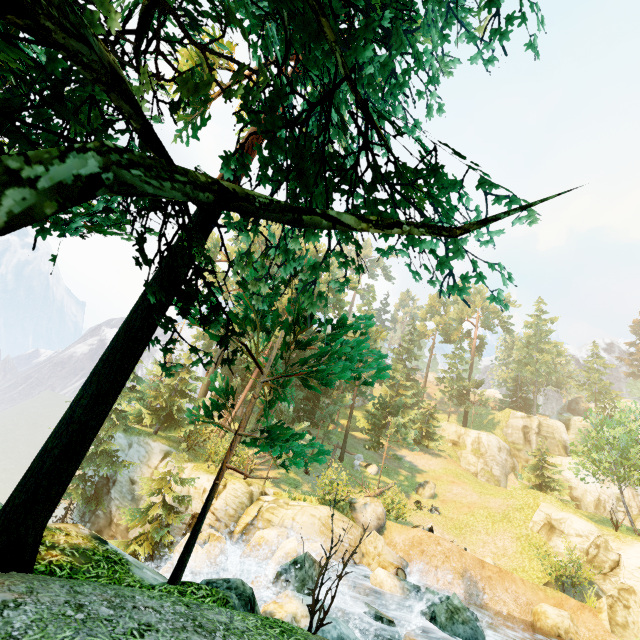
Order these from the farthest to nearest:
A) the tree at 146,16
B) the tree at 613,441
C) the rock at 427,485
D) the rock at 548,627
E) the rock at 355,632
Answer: the rock at 427,485 → the tree at 613,441 → the rock at 548,627 → the rock at 355,632 → the tree at 146,16

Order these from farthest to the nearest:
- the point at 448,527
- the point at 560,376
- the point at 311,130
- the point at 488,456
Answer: the point at 560,376
the point at 488,456
the point at 448,527
the point at 311,130

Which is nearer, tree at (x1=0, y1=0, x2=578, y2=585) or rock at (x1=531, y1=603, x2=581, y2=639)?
tree at (x1=0, y1=0, x2=578, y2=585)

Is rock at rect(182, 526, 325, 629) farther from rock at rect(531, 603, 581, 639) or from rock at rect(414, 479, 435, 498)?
rock at rect(414, 479, 435, 498)

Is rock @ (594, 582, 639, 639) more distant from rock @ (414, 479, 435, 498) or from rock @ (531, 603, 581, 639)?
rock @ (414, 479, 435, 498)

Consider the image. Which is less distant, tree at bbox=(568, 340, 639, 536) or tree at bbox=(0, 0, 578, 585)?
tree at bbox=(0, 0, 578, 585)

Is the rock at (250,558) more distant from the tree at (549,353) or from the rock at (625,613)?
the rock at (625,613)

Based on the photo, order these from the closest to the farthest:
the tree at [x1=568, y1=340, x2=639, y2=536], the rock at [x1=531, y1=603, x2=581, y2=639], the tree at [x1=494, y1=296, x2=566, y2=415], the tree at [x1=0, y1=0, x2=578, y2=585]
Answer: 1. the tree at [x1=0, y1=0, x2=578, y2=585]
2. the rock at [x1=531, y1=603, x2=581, y2=639]
3. the tree at [x1=568, y1=340, x2=639, y2=536]
4. the tree at [x1=494, y1=296, x2=566, y2=415]
